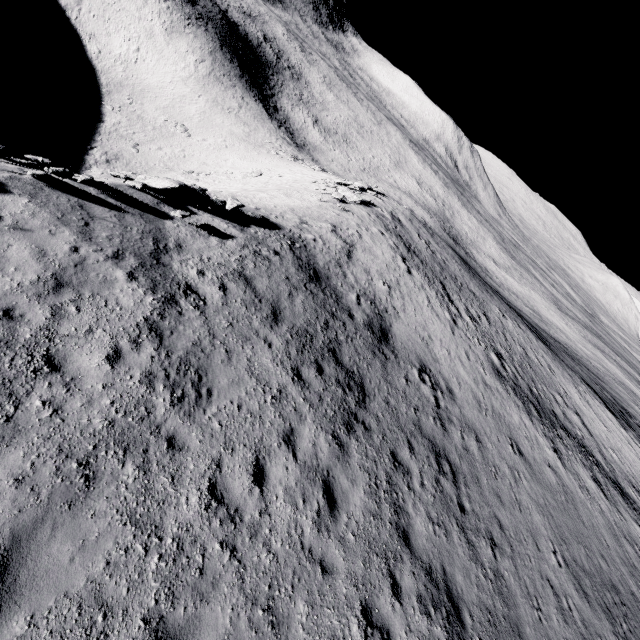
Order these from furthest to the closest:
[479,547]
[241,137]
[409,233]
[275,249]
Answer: [241,137] < [409,233] < [275,249] < [479,547]

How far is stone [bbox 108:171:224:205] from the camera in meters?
12.5

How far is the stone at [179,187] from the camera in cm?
1247
